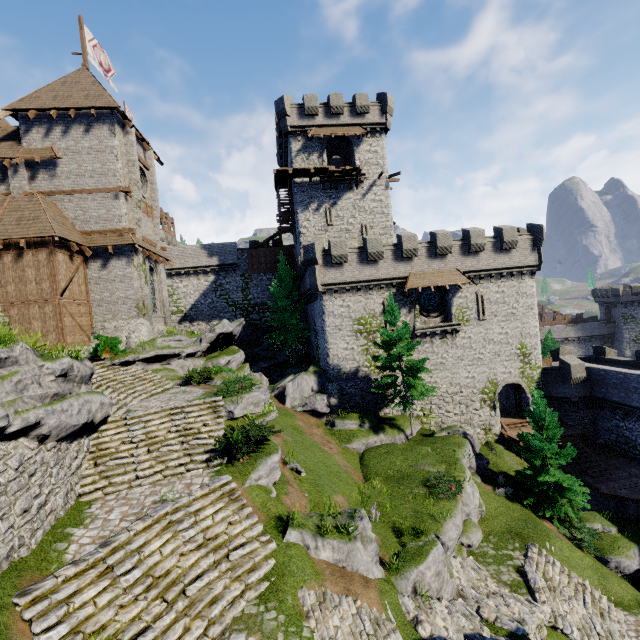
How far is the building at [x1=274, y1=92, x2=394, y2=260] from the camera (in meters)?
31.21

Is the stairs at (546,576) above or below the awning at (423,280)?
below

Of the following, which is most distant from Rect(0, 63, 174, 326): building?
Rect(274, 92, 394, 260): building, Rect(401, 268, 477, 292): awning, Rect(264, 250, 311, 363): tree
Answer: Rect(401, 268, 477, 292): awning

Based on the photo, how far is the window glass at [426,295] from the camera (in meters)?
28.50

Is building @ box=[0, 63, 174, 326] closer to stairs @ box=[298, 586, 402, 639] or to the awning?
stairs @ box=[298, 586, 402, 639]

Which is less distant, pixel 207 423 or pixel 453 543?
pixel 207 423

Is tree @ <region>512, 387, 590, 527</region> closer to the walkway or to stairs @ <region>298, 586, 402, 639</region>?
stairs @ <region>298, 586, 402, 639</region>

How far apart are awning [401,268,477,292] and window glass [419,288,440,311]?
1.3 meters
